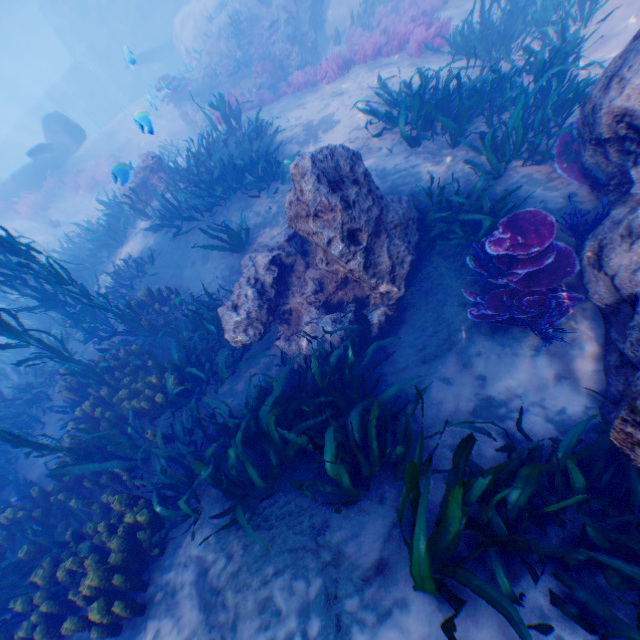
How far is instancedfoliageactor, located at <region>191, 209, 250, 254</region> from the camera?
6.96m

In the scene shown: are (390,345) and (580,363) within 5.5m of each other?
yes

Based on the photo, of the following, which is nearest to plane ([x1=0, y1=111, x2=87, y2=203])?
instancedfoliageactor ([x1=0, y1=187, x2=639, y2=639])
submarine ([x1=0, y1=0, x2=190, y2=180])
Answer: submarine ([x1=0, y1=0, x2=190, y2=180])

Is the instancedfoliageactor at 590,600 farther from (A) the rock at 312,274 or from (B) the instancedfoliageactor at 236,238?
(B) the instancedfoliageactor at 236,238

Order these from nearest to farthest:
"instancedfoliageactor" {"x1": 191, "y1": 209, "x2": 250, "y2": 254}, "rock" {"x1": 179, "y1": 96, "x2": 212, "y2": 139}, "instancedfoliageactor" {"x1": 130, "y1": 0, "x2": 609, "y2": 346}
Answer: "instancedfoliageactor" {"x1": 130, "y1": 0, "x2": 609, "y2": 346} → "instancedfoliageactor" {"x1": 191, "y1": 209, "x2": 250, "y2": 254} → "rock" {"x1": 179, "y1": 96, "x2": 212, "y2": 139}

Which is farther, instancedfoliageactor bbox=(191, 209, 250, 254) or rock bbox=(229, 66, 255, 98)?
rock bbox=(229, 66, 255, 98)

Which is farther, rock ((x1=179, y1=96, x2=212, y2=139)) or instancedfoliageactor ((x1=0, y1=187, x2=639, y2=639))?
rock ((x1=179, y1=96, x2=212, y2=139))

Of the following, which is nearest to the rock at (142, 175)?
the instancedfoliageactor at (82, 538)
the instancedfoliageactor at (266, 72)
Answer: the instancedfoliageactor at (82, 538)
